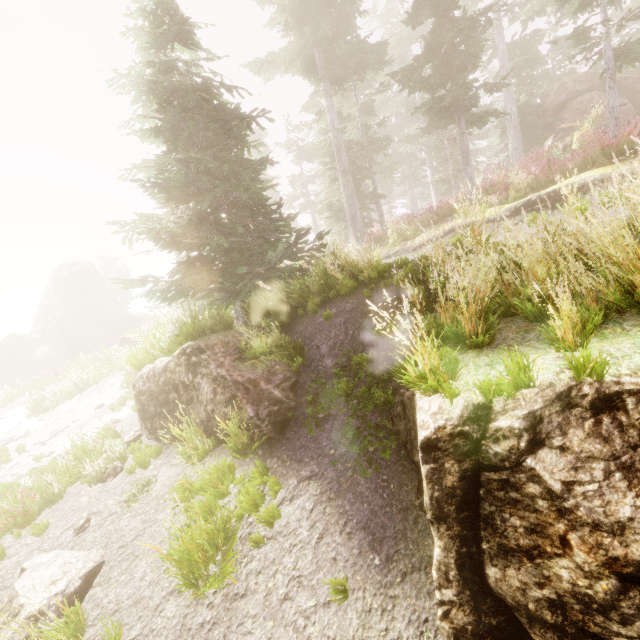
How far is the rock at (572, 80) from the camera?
19.2m

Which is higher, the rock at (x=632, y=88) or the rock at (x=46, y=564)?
the rock at (x=632, y=88)

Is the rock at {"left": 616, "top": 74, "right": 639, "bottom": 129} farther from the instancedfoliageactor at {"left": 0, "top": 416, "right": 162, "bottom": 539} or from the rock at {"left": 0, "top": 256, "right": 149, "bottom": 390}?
the rock at {"left": 0, "top": 256, "right": 149, "bottom": 390}

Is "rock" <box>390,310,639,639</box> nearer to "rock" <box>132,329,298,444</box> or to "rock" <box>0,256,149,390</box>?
"rock" <box>132,329,298,444</box>

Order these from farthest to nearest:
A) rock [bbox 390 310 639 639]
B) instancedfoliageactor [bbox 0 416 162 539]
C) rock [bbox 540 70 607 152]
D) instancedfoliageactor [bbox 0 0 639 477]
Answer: rock [bbox 540 70 607 152] < instancedfoliageactor [bbox 0 416 162 539] < instancedfoliageactor [bbox 0 0 639 477] < rock [bbox 390 310 639 639]

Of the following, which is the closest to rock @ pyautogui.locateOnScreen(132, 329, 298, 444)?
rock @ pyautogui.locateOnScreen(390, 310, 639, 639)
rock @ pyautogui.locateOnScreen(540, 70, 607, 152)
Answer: rock @ pyautogui.locateOnScreen(390, 310, 639, 639)

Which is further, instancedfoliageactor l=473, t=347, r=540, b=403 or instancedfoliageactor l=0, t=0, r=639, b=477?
instancedfoliageactor l=0, t=0, r=639, b=477

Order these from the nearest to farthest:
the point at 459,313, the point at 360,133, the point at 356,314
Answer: the point at 459,313, the point at 356,314, the point at 360,133
